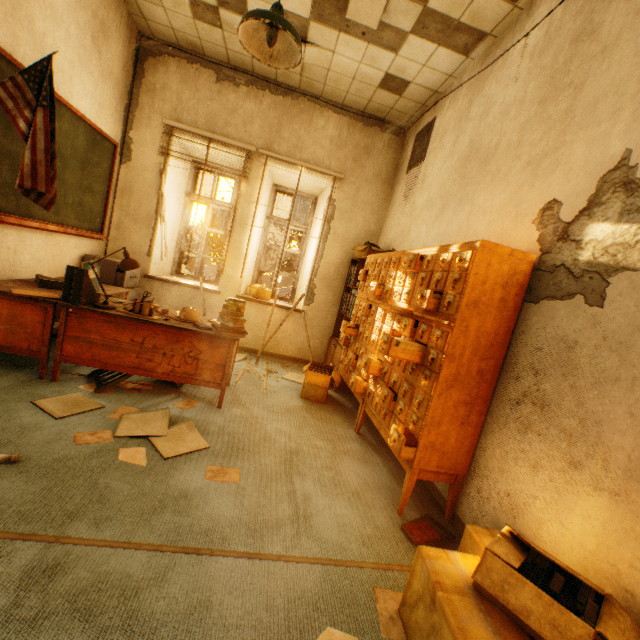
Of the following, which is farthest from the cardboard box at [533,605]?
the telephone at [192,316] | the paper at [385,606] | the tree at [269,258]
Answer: the tree at [269,258]

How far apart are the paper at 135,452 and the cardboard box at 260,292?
3.2m

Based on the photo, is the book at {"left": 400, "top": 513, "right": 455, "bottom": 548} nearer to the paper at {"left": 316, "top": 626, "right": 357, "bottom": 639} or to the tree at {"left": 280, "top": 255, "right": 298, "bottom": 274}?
the paper at {"left": 316, "top": 626, "right": 357, "bottom": 639}

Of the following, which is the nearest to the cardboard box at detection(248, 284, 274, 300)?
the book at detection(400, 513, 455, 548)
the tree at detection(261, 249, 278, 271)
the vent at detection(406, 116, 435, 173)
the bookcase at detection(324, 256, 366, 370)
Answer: the bookcase at detection(324, 256, 366, 370)

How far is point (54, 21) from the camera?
2.87m

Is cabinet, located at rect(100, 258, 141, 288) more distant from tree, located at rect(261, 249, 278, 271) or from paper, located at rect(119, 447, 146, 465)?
tree, located at rect(261, 249, 278, 271)

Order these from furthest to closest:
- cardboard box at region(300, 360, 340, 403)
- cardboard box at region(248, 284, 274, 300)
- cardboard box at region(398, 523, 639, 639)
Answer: cardboard box at region(248, 284, 274, 300), cardboard box at region(300, 360, 340, 403), cardboard box at region(398, 523, 639, 639)

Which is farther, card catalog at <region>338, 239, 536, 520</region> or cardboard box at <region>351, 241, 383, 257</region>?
cardboard box at <region>351, 241, 383, 257</region>
